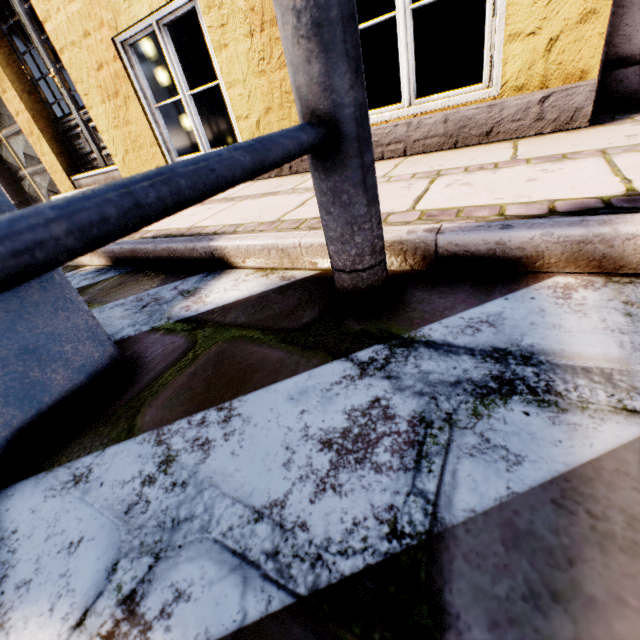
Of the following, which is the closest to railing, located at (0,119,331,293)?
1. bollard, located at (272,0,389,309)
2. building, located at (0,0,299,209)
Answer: bollard, located at (272,0,389,309)

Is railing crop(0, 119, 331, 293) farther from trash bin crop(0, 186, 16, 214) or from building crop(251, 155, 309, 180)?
building crop(251, 155, 309, 180)

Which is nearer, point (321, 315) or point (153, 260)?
point (321, 315)

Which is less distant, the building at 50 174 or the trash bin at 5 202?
the trash bin at 5 202

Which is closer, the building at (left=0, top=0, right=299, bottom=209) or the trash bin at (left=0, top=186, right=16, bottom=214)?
the trash bin at (left=0, top=186, right=16, bottom=214)

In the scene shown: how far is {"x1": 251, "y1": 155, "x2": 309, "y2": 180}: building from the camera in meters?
2.6

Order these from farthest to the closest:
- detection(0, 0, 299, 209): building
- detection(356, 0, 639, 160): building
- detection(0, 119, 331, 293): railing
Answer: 1. detection(0, 0, 299, 209): building
2. detection(356, 0, 639, 160): building
3. detection(0, 119, 331, 293): railing

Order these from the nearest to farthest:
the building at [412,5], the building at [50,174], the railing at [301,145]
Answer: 1. the railing at [301,145]
2. the building at [412,5]
3. the building at [50,174]
